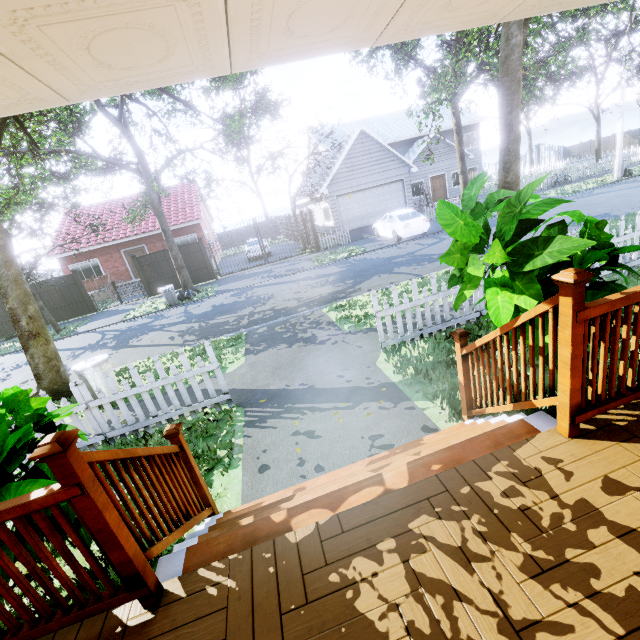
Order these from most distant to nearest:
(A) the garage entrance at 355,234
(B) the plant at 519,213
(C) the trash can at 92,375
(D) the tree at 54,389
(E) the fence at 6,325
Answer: (A) the garage entrance at 355,234, (E) the fence at 6,325, (D) the tree at 54,389, (C) the trash can at 92,375, (B) the plant at 519,213

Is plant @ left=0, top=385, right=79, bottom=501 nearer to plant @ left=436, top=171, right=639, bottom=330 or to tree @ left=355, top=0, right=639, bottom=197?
plant @ left=436, top=171, right=639, bottom=330

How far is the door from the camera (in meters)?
27.91

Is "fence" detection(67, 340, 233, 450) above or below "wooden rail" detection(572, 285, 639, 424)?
below

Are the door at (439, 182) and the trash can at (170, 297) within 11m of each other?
no

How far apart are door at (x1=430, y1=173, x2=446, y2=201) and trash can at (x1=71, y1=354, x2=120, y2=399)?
28.2m

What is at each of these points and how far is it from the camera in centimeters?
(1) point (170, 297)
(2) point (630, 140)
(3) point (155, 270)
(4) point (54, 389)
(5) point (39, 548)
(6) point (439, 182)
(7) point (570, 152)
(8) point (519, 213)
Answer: (1) trash can, 1550cm
(2) fence, 3778cm
(3) fence, 1869cm
(4) tree, 747cm
(5) wooden rail, 158cm
(6) door, 2809cm
(7) fence, 4469cm
(8) plant, 240cm

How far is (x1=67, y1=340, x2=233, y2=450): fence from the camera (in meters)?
4.84
